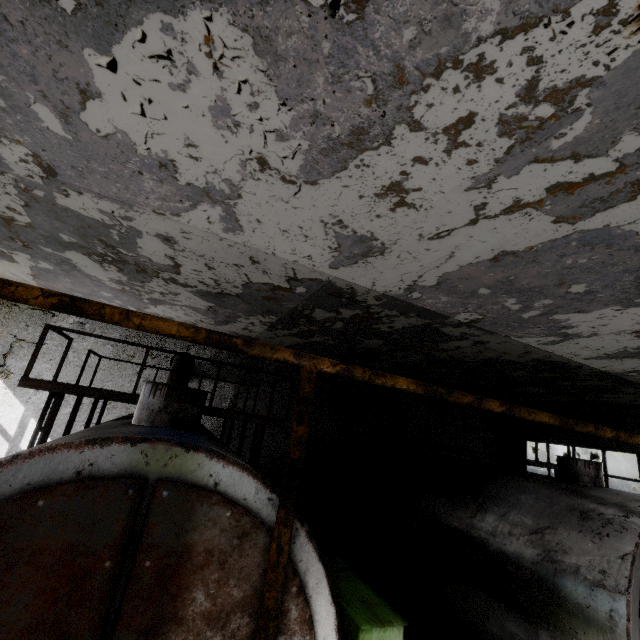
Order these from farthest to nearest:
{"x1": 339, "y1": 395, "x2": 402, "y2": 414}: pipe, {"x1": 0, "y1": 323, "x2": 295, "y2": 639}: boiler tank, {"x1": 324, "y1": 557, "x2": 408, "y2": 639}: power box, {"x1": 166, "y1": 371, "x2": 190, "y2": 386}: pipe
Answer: {"x1": 339, "y1": 395, "x2": 402, "y2": 414}: pipe
{"x1": 166, "y1": 371, "x2": 190, "y2": 386}: pipe
{"x1": 324, "y1": 557, "x2": 408, "y2": 639}: power box
{"x1": 0, "y1": 323, "x2": 295, "y2": 639}: boiler tank

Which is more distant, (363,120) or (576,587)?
(576,587)

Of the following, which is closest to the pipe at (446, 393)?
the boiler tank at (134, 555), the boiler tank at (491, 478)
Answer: the boiler tank at (491, 478)

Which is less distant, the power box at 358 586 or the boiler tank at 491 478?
the power box at 358 586

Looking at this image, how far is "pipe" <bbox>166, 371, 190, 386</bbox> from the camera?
9.0 meters

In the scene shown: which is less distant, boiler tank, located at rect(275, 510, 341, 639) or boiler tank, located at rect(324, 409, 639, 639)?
boiler tank, located at rect(275, 510, 341, 639)

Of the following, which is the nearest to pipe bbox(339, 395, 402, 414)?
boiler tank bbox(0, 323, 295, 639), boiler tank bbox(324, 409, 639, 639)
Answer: boiler tank bbox(324, 409, 639, 639)

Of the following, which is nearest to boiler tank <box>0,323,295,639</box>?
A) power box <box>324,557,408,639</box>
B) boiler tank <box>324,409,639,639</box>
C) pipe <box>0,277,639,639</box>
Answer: power box <box>324,557,408,639</box>
